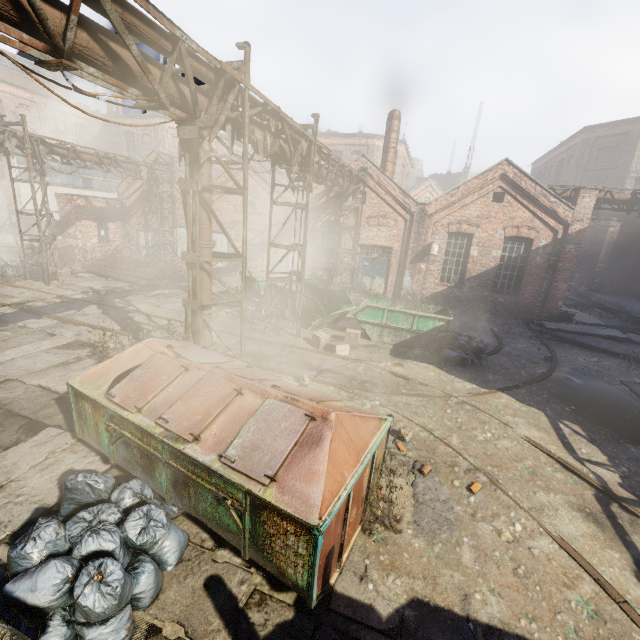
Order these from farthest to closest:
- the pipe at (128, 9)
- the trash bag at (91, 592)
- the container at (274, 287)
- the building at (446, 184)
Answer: the building at (446, 184), the container at (274, 287), the pipe at (128, 9), the trash bag at (91, 592)

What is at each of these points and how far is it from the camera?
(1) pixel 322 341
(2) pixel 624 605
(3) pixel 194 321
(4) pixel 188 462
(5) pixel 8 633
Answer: (1) carton, 10.7 meters
(2) track, 3.8 meters
(3) scaffolding, 7.9 meters
(4) trash container, 3.8 meters
(5) building, 2.4 meters

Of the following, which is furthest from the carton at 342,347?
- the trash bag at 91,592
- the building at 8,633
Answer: the building at 8,633

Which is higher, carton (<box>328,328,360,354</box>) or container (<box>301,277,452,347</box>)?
container (<box>301,277,452,347</box>)

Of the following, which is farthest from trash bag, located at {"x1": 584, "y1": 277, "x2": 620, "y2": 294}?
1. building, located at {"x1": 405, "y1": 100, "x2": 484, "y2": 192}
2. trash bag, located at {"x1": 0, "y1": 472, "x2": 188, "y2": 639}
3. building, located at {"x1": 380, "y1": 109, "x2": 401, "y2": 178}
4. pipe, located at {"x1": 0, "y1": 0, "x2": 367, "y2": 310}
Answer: trash bag, located at {"x1": 0, "y1": 472, "x2": 188, "y2": 639}

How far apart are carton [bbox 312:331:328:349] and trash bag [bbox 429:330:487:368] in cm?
299

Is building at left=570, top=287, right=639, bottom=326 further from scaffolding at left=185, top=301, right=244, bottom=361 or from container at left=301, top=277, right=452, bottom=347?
Result: scaffolding at left=185, top=301, right=244, bottom=361

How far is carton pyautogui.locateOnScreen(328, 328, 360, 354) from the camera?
10.4m
